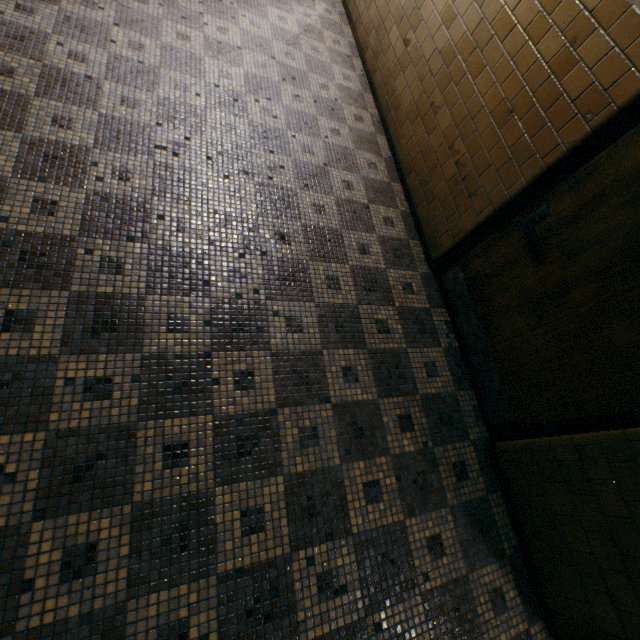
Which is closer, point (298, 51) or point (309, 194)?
point (309, 194)
